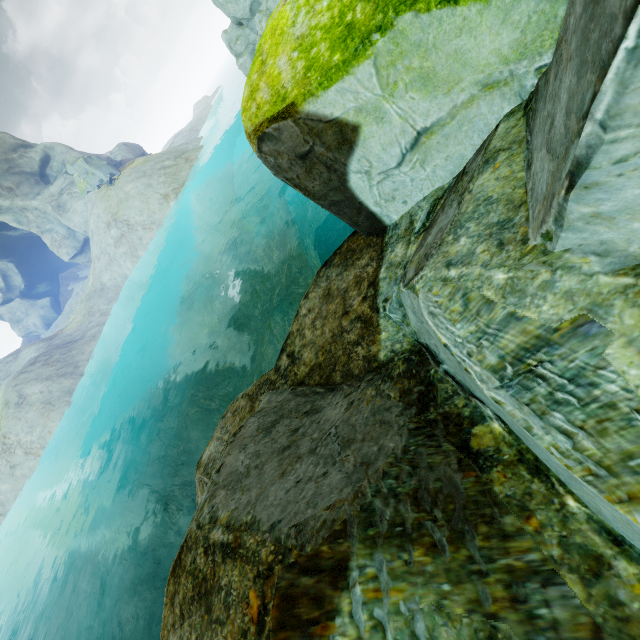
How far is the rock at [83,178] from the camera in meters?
40.5

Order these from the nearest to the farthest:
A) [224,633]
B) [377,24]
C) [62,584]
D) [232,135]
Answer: [224,633], [377,24], [62,584], [232,135]

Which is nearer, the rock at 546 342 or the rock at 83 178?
the rock at 546 342

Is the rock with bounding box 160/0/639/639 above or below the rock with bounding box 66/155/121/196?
below

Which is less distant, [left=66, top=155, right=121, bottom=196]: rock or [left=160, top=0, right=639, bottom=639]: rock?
[left=160, top=0, right=639, bottom=639]: rock

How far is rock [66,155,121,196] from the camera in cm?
4053
